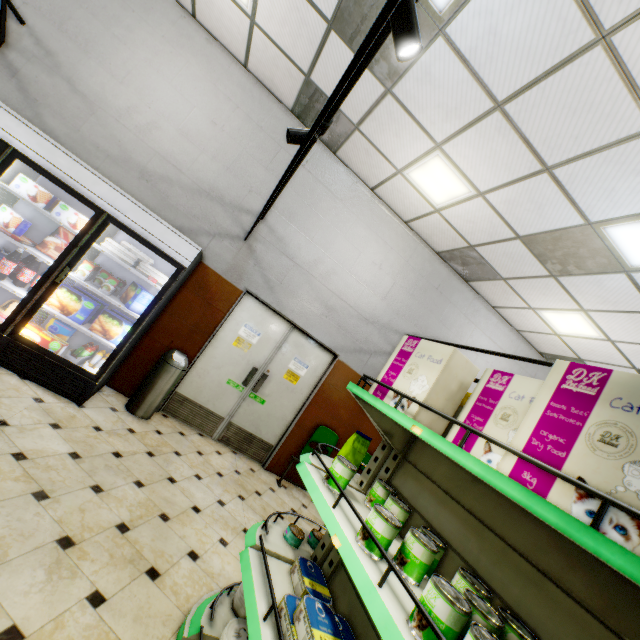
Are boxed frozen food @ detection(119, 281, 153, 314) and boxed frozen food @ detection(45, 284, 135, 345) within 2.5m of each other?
yes

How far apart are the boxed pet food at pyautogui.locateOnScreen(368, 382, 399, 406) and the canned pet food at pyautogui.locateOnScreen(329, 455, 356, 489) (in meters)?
0.45

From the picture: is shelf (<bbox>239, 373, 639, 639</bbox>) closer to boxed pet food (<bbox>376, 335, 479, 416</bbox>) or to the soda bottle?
boxed pet food (<bbox>376, 335, 479, 416</bbox>)

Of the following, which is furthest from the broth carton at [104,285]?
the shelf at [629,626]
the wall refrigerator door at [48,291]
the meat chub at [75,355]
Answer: the shelf at [629,626]

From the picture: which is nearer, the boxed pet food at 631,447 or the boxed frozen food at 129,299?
the boxed pet food at 631,447

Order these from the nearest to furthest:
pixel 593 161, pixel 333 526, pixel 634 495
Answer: pixel 634 495
pixel 333 526
pixel 593 161

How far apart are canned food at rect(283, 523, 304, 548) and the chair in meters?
2.7

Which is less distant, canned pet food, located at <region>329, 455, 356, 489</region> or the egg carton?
canned pet food, located at <region>329, 455, 356, 489</region>
